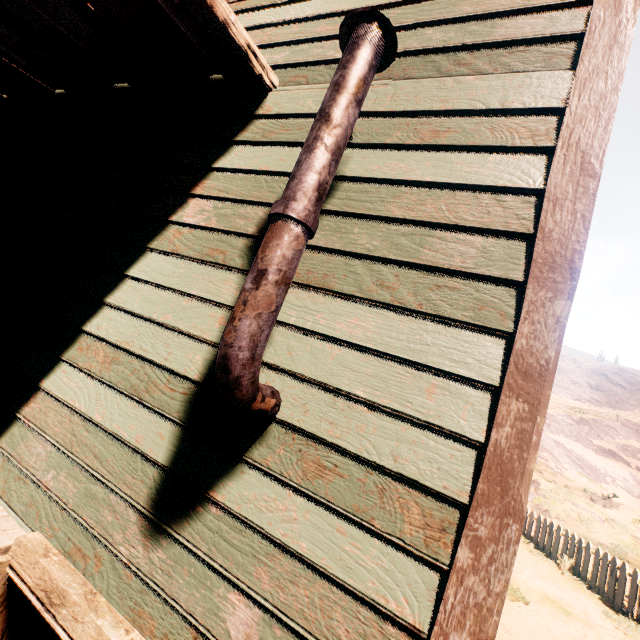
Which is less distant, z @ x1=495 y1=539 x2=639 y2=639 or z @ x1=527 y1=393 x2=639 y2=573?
z @ x1=495 y1=539 x2=639 y2=639

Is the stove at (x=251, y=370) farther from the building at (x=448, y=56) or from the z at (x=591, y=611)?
the z at (x=591, y=611)

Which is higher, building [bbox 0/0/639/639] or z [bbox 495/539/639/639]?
building [bbox 0/0/639/639]

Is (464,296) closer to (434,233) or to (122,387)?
(434,233)

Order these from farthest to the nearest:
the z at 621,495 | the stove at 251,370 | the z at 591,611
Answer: the z at 621,495, the z at 591,611, the stove at 251,370

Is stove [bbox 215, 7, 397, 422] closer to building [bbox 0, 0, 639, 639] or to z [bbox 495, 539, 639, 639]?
building [bbox 0, 0, 639, 639]

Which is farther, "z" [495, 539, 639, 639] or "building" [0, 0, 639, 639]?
"z" [495, 539, 639, 639]

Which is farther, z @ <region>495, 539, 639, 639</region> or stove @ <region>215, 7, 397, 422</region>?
z @ <region>495, 539, 639, 639</region>
